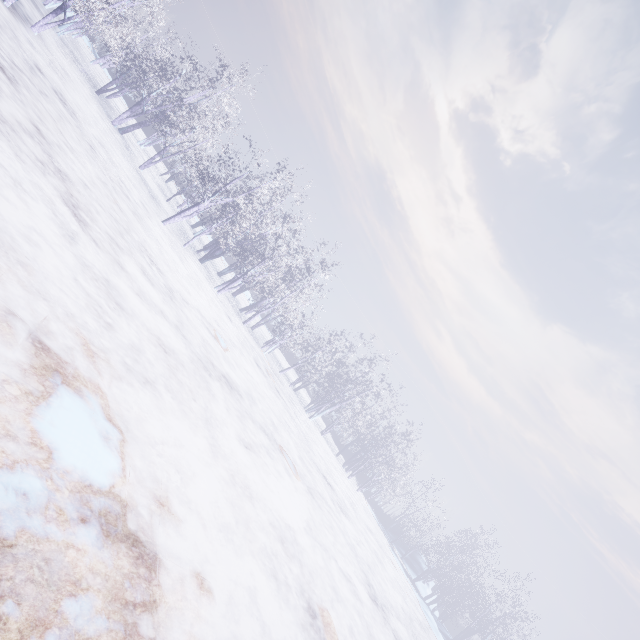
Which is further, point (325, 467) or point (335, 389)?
point (335, 389)
